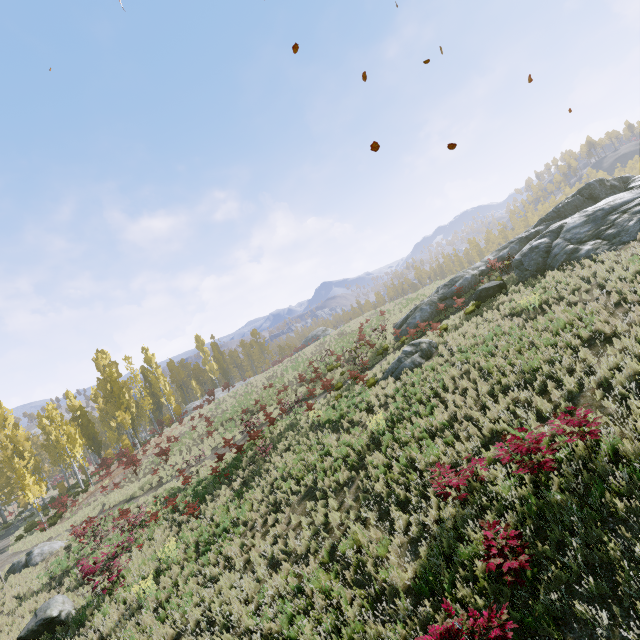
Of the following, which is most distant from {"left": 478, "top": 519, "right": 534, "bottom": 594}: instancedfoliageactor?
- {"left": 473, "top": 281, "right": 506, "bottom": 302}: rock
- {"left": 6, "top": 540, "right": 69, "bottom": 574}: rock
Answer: {"left": 473, "top": 281, "right": 506, "bottom": 302}: rock

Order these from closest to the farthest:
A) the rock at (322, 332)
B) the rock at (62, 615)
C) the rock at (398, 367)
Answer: the rock at (62, 615)
the rock at (398, 367)
the rock at (322, 332)

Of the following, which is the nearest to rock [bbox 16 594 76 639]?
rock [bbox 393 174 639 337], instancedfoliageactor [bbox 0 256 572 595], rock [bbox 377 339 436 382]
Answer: instancedfoliageactor [bbox 0 256 572 595]

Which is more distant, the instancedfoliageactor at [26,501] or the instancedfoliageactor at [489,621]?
the instancedfoliageactor at [26,501]

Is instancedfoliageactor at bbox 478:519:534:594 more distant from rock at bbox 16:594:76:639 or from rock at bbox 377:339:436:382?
rock at bbox 377:339:436:382

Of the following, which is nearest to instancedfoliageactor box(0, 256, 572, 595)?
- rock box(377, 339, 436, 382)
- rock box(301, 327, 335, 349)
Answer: rock box(301, 327, 335, 349)

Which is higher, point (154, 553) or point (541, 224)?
point (541, 224)

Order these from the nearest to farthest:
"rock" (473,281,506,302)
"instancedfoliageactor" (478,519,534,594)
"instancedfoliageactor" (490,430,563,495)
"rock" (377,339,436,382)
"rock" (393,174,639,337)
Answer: "instancedfoliageactor" (478,519,534,594), "instancedfoliageactor" (490,430,563,495), "rock" (393,174,639,337), "rock" (377,339,436,382), "rock" (473,281,506,302)
